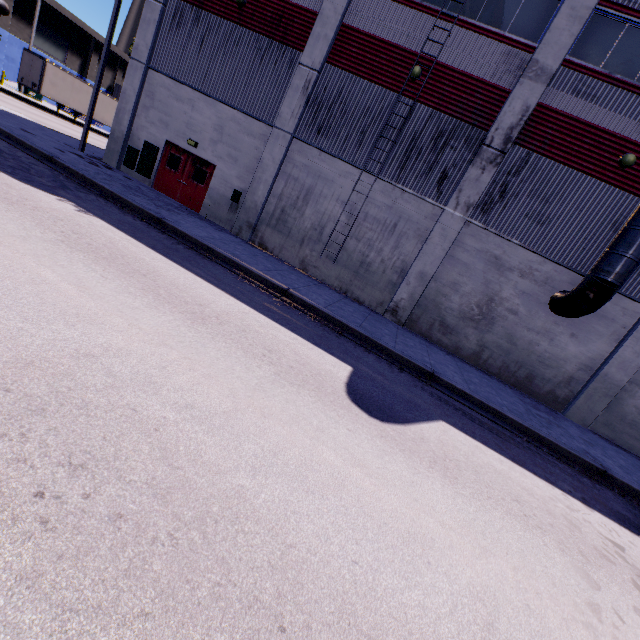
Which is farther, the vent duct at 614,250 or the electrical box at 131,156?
the electrical box at 131,156

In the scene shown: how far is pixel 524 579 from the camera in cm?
379

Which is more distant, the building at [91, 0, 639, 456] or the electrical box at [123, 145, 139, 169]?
the electrical box at [123, 145, 139, 169]

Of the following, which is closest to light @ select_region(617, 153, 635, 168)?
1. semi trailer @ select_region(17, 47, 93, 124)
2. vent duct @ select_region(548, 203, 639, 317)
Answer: vent duct @ select_region(548, 203, 639, 317)

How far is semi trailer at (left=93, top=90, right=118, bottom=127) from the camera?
31.78m

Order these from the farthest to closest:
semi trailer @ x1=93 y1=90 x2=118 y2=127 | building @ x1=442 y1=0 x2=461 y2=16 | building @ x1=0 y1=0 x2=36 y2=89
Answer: building @ x1=0 y1=0 x2=36 y2=89
semi trailer @ x1=93 y1=90 x2=118 y2=127
building @ x1=442 y1=0 x2=461 y2=16

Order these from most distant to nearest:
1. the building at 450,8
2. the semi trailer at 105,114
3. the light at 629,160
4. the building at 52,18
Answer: the building at 52,18 → the semi trailer at 105,114 → the building at 450,8 → the light at 629,160

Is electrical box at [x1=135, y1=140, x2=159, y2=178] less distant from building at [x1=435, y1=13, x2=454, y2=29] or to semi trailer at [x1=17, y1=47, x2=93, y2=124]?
building at [x1=435, y1=13, x2=454, y2=29]
